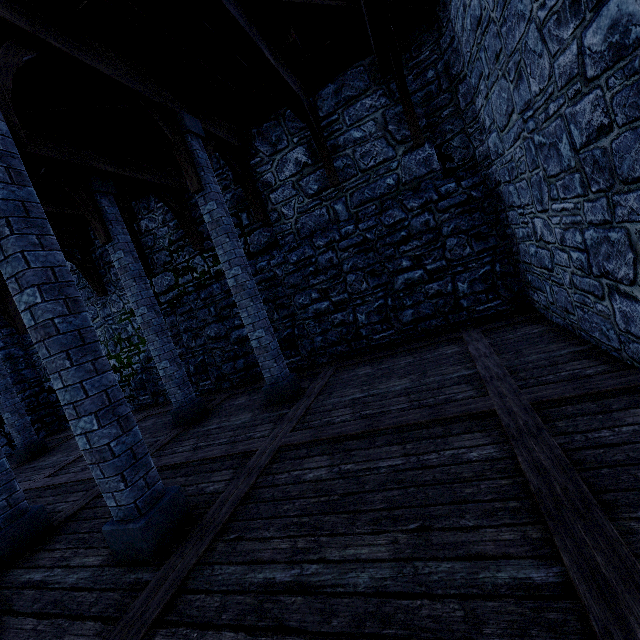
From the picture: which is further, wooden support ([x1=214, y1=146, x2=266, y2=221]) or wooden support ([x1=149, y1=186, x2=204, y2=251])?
wooden support ([x1=149, y1=186, x2=204, y2=251])

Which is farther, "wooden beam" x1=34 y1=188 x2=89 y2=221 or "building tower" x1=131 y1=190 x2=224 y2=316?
"building tower" x1=131 y1=190 x2=224 y2=316

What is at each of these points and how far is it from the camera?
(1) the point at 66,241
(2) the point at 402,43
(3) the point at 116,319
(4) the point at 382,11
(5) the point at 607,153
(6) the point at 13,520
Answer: (1) wooden beam, 9.31m
(2) wooden post, 6.26m
(3) building tower, 10.47m
(4) wooden beam, 4.86m
(5) building tower, 2.63m
(6) pillar, 3.99m

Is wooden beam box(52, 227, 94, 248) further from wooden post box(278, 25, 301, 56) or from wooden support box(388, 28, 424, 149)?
wooden support box(388, 28, 424, 149)

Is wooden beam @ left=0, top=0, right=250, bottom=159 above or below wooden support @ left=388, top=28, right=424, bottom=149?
above

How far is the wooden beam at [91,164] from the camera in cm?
532

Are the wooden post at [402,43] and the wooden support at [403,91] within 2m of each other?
yes

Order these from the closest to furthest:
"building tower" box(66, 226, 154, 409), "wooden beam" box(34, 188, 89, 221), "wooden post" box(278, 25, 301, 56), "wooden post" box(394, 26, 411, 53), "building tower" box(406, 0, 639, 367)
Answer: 1. "building tower" box(406, 0, 639, 367)
2. "wooden post" box(278, 25, 301, 56)
3. "wooden post" box(394, 26, 411, 53)
4. "wooden beam" box(34, 188, 89, 221)
5. "building tower" box(66, 226, 154, 409)
